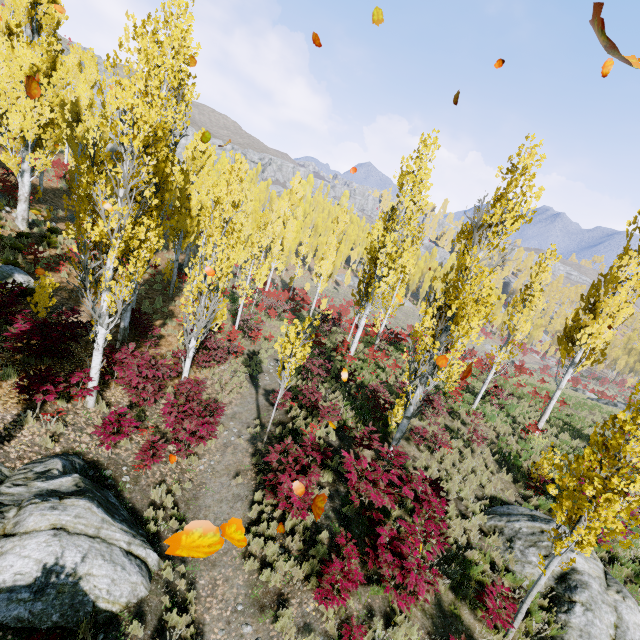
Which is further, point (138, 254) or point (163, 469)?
point (163, 469)

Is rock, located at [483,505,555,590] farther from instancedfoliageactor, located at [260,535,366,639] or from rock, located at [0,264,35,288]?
rock, located at [0,264,35,288]

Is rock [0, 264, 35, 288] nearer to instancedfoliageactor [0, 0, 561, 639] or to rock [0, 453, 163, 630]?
instancedfoliageactor [0, 0, 561, 639]

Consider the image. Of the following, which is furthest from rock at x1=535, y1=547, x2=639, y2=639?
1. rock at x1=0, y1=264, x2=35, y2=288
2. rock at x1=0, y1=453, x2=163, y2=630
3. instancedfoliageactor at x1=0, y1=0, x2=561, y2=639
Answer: rock at x1=0, y1=264, x2=35, y2=288

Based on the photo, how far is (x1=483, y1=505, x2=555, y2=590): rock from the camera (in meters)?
8.41

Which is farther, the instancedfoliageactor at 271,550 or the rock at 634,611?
the rock at 634,611

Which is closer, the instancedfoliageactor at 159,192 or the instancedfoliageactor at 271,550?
the instancedfoliageactor at 271,550

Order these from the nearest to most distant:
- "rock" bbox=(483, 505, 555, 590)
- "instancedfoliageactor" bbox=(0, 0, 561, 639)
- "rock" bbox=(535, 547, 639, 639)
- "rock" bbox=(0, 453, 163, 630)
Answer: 1. "rock" bbox=(0, 453, 163, 630)
2. "rock" bbox=(535, 547, 639, 639)
3. "instancedfoliageactor" bbox=(0, 0, 561, 639)
4. "rock" bbox=(483, 505, 555, 590)
